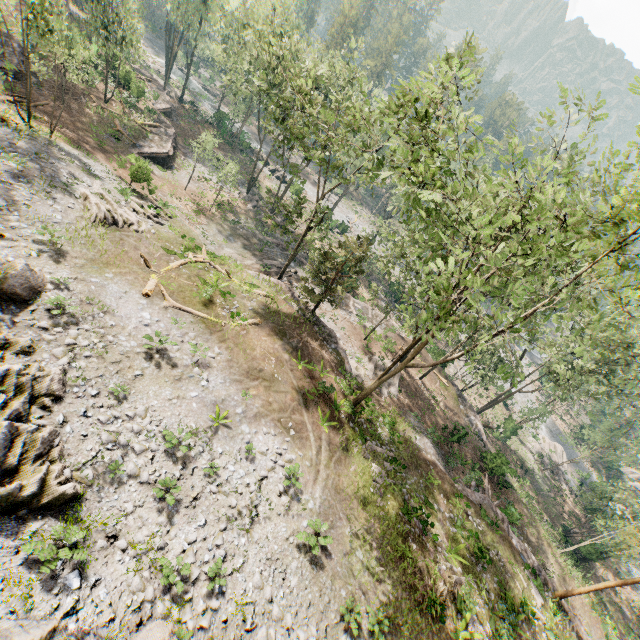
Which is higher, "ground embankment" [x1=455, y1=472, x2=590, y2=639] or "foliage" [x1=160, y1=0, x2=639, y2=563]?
"foliage" [x1=160, y1=0, x2=639, y2=563]

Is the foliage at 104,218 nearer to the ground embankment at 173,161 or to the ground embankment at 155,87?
the ground embankment at 155,87

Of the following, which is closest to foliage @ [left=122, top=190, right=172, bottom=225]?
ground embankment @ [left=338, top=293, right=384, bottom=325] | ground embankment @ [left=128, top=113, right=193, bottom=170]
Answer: ground embankment @ [left=338, top=293, right=384, bottom=325]

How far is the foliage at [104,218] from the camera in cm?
1919

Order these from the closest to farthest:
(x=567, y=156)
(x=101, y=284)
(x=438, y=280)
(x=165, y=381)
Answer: (x=438, y=280) < (x=567, y=156) < (x=165, y=381) < (x=101, y=284)

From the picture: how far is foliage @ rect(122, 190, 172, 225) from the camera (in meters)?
23.58

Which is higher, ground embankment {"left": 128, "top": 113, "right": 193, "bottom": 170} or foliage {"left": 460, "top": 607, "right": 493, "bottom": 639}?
foliage {"left": 460, "top": 607, "right": 493, "bottom": 639}
